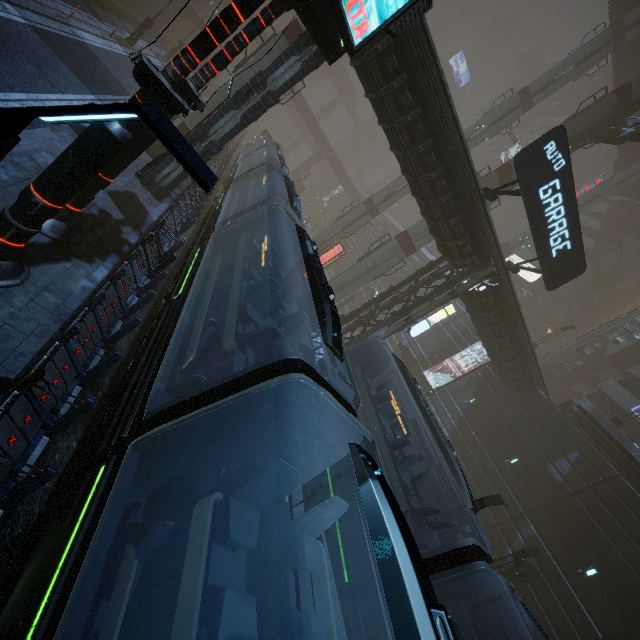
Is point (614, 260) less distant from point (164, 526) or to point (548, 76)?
point (548, 76)

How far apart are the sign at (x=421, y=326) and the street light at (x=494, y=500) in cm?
1017

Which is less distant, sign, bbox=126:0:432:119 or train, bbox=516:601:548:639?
sign, bbox=126:0:432:119

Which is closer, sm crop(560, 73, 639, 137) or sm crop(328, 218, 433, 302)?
sm crop(560, 73, 639, 137)

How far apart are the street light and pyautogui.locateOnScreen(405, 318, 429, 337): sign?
10.17m

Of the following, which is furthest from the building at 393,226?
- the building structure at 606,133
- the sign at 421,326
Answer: the building structure at 606,133

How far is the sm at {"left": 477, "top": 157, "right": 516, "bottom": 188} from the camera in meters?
24.9

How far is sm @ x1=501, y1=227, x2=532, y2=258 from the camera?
40.8 meters
